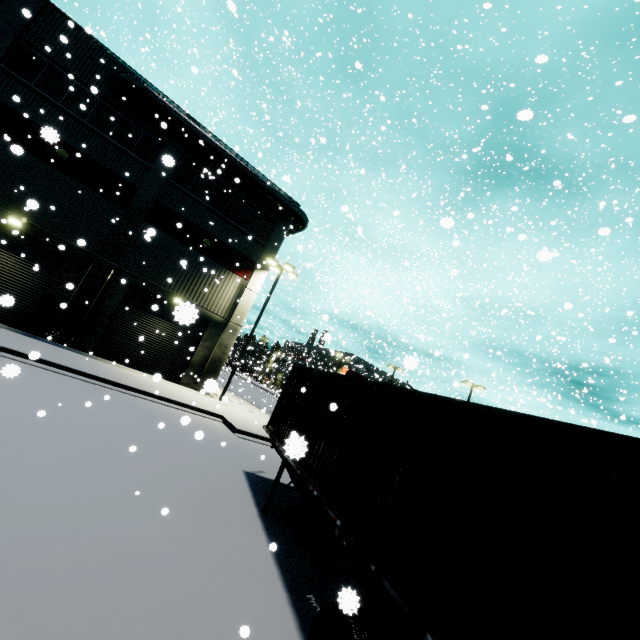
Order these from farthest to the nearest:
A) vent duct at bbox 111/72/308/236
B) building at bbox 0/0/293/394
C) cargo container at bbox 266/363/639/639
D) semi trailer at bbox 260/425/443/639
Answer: vent duct at bbox 111/72/308/236
building at bbox 0/0/293/394
semi trailer at bbox 260/425/443/639
cargo container at bbox 266/363/639/639

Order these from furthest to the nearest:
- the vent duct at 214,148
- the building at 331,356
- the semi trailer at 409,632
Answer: the building at 331,356, the vent duct at 214,148, the semi trailer at 409,632

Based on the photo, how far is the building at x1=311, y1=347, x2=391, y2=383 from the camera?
44.4 meters

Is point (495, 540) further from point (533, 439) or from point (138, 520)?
point (138, 520)

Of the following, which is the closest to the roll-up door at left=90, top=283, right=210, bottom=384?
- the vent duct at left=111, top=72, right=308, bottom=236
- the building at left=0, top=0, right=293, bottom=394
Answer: the building at left=0, top=0, right=293, bottom=394

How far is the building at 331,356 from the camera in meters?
44.4

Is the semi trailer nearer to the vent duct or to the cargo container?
the cargo container

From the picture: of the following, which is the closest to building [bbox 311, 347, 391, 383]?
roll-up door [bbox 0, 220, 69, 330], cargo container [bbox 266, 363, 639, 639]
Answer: roll-up door [bbox 0, 220, 69, 330]
